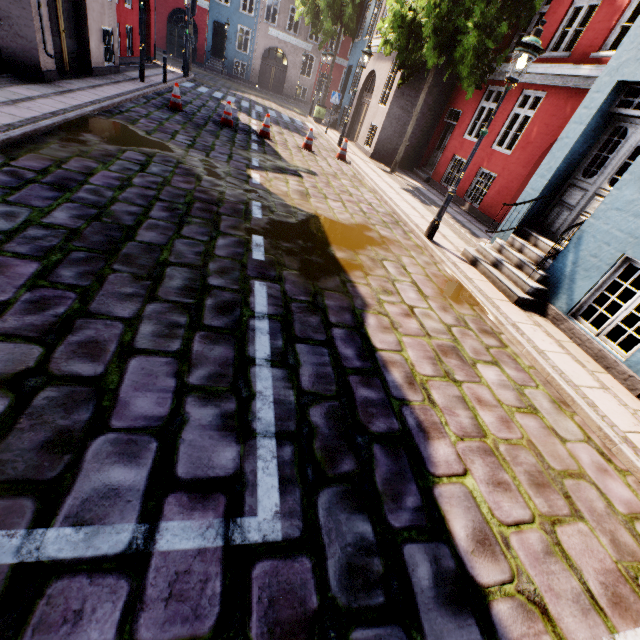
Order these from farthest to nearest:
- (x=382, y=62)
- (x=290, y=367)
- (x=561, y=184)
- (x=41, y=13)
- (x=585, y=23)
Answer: (x=382, y=62) < (x=585, y=23) < (x=41, y=13) < (x=561, y=184) < (x=290, y=367)

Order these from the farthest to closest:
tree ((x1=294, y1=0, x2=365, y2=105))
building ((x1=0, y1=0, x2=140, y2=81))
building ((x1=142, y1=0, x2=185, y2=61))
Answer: tree ((x1=294, y1=0, x2=365, y2=105)), building ((x1=142, y1=0, x2=185, y2=61)), building ((x1=0, y1=0, x2=140, y2=81))

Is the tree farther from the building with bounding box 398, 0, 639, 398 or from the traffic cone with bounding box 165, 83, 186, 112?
the traffic cone with bounding box 165, 83, 186, 112

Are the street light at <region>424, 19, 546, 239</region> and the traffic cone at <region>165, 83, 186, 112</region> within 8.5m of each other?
no

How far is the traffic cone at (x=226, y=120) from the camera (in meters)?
10.94

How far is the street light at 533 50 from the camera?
5.30m

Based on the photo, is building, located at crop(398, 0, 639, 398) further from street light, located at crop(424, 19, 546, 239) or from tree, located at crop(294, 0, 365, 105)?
street light, located at crop(424, 19, 546, 239)

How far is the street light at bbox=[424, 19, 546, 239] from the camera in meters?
5.3
